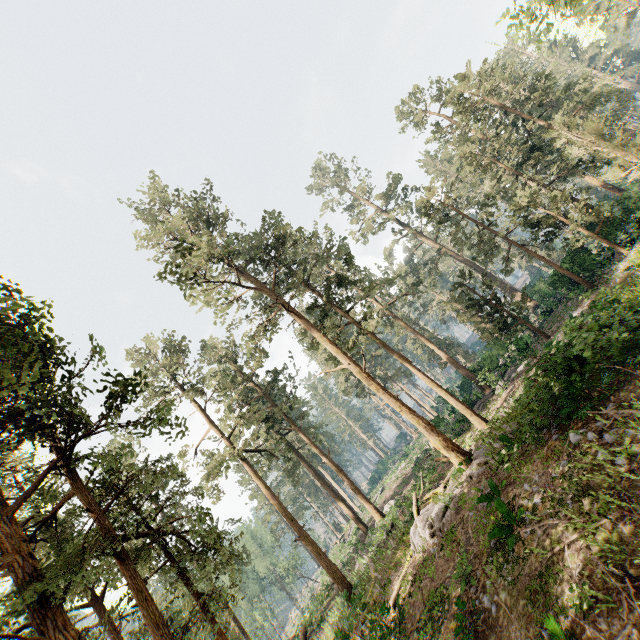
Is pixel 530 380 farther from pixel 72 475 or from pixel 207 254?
pixel 207 254

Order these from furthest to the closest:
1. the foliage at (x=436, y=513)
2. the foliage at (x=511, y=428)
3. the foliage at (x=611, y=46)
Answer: the foliage at (x=611, y=46)
the foliage at (x=511, y=428)
the foliage at (x=436, y=513)

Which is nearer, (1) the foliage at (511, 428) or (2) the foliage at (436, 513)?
(2) the foliage at (436, 513)

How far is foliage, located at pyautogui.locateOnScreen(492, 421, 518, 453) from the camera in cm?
1440

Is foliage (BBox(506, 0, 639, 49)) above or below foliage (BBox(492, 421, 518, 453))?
above

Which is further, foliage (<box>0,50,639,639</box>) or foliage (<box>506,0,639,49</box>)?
foliage (<box>506,0,639,49</box>)

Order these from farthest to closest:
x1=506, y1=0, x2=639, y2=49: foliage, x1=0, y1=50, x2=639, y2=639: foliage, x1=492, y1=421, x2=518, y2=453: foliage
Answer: x1=506, y1=0, x2=639, y2=49: foliage → x1=492, y1=421, x2=518, y2=453: foliage → x1=0, y1=50, x2=639, y2=639: foliage
